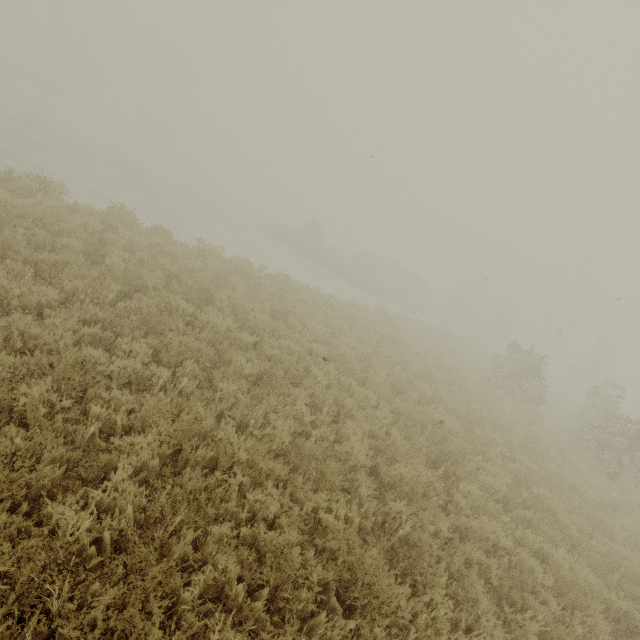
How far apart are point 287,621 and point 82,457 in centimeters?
291cm
